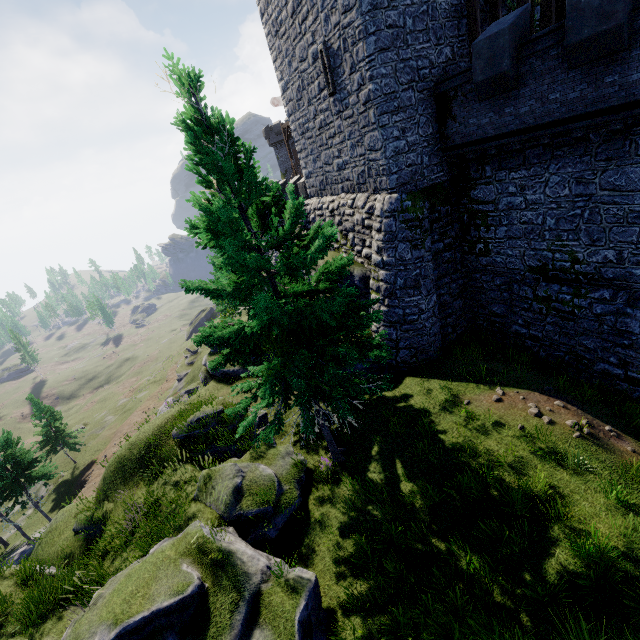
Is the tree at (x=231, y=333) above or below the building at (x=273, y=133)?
below

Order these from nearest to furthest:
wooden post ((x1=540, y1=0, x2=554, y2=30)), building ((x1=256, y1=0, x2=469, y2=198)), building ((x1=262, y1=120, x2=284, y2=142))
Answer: wooden post ((x1=540, y1=0, x2=554, y2=30)) → building ((x1=256, y1=0, x2=469, y2=198)) → building ((x1=262, y1=120, x2=284, y2=142))

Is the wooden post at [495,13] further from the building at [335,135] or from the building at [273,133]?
the building at [273,133]

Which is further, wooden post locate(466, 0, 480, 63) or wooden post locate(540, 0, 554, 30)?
wooden post locate(466, 0, 480, 63)

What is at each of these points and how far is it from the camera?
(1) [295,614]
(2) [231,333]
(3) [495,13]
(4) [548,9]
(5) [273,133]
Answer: (1) rock, 7.46m
(2) tree, 9.07m
(3) wooden post, 13.46m
(4) wooden post, 12.09m
(5) building, 59.66m

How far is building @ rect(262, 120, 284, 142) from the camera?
58.41m

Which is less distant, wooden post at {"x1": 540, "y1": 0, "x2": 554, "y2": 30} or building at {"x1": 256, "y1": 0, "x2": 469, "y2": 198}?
wooden post at {"x1": 540, "y1": 0, "x2": 554, "y2": 30}

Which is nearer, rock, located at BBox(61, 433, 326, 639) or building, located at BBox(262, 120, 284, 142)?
Answer: rock, located at BBox(61, 433, 326, 639)
